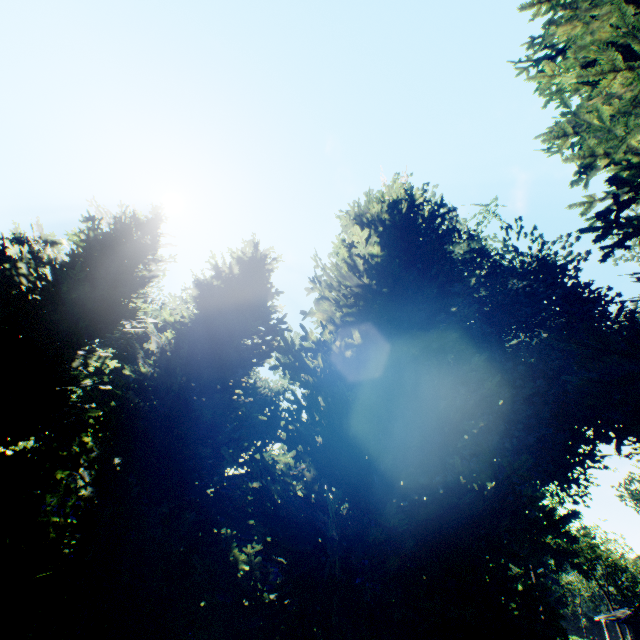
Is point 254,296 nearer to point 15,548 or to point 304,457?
point 304,457

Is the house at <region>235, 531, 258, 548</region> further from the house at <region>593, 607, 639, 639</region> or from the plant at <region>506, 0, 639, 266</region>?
the house at <region>593, 607, 639, 639</region>

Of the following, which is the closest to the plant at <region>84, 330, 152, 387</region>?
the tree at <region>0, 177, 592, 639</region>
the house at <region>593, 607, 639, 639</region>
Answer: the tree at <region>0, 177, 592, 639</region>

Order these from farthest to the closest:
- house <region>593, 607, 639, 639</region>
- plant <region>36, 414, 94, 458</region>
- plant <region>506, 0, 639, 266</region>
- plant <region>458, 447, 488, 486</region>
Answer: house <region>593, 607, 639, 639</region>, plant <region>36, 414, 94, 458</region>, plant <region>458, 447, 488, 486</region>, plant <region>506, 0, 639, 266</region>

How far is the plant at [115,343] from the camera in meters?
24.7

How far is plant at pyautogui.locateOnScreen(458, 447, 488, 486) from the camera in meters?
17.3

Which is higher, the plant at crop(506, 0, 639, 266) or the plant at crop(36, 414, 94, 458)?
the plant at crop(506, 0, 639, 266)

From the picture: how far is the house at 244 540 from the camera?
13.66m
